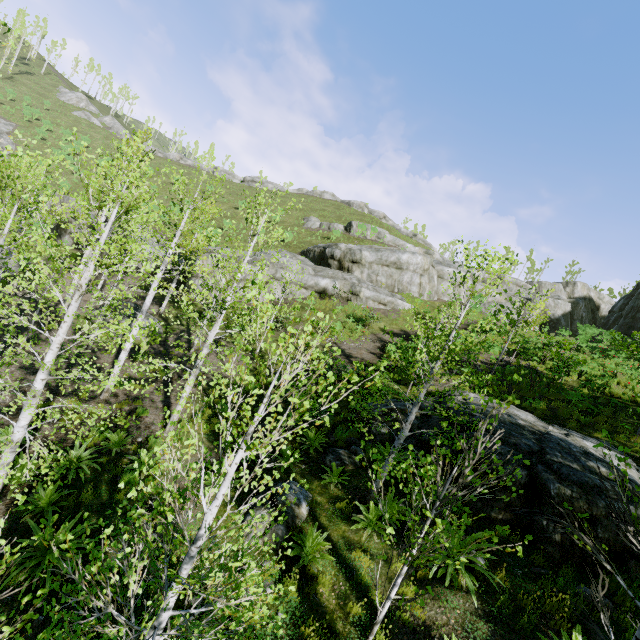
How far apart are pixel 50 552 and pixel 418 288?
26.3 meters

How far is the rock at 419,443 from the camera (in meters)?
9.75

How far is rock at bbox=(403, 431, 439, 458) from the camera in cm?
975

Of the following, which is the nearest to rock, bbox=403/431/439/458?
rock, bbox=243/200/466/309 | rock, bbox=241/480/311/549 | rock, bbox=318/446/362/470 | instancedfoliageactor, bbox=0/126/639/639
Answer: instancedfoliageactor, bbox=0/126/639/639

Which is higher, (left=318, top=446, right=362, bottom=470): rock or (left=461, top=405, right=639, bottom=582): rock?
(left=461, top=405, right=639, bottom=582): rock

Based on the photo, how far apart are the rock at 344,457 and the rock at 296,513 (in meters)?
1.07

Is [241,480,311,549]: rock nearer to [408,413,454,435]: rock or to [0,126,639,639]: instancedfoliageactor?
[0,126,639,639]: instancedfoliageactor

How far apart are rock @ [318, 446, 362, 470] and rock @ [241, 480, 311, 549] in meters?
1.1 m
